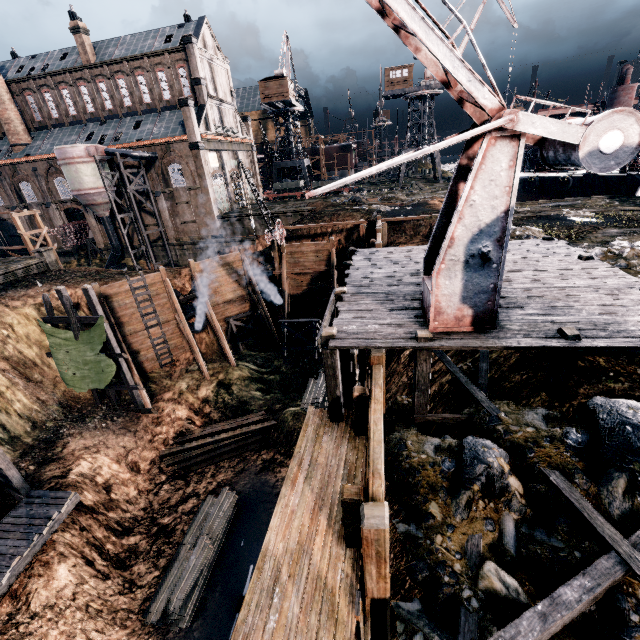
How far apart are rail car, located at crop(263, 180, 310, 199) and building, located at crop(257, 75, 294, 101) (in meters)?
12.83

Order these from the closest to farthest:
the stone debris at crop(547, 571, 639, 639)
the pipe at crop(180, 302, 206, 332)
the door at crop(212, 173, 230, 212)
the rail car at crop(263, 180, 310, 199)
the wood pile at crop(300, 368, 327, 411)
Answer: the stone debris at crop(547, 571, 639, 639)
the wood pile at crop(300, 368, 327, 411)
the pipe at crop(180, 302, 206, 332)
the door at crop(212, 173, 230, 212)
the rail car at crop(263, 180, 310, 199)

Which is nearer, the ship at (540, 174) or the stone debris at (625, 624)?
the stone debris at (625, 624)

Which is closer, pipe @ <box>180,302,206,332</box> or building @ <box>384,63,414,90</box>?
pipe @ <box>180,302,206,332</box>

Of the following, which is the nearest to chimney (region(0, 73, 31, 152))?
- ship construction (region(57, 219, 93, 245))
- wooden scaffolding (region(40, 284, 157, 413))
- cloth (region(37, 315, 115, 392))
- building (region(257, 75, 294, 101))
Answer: ship construction (region(57, 219, 93, 245))

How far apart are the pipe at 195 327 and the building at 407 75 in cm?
4664

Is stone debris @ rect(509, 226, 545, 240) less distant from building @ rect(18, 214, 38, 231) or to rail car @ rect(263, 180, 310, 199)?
building @ rect(18, 214, 38, 231)

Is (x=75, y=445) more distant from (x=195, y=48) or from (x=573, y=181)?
(x=573, y=181)
